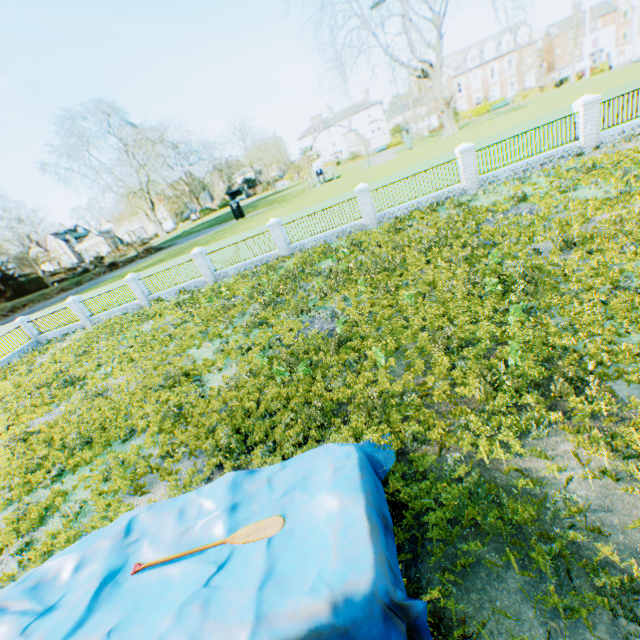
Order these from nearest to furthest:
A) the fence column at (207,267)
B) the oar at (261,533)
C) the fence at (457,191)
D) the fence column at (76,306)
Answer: the oar at (261,533) < the fence at (457,191) < the fence column at (207,267) < the fence column at (76,306)

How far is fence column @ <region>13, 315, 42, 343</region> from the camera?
25.20m

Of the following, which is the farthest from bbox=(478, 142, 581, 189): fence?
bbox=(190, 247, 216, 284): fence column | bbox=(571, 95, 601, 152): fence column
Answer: bbox=(190, 247, 216, 284): fence column

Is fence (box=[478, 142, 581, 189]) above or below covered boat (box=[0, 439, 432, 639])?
below

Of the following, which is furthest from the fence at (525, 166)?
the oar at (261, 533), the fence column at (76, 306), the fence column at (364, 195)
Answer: the fence column at (76, 306)

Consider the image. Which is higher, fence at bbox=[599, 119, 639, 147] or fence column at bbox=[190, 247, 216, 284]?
fence column at bbox=[190, 247, 216, 284]

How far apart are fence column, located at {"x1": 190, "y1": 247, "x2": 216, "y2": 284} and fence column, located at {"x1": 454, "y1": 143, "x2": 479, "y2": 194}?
15.93m

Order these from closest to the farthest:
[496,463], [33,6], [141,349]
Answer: [496,463] < [141,349] < [33,6]
